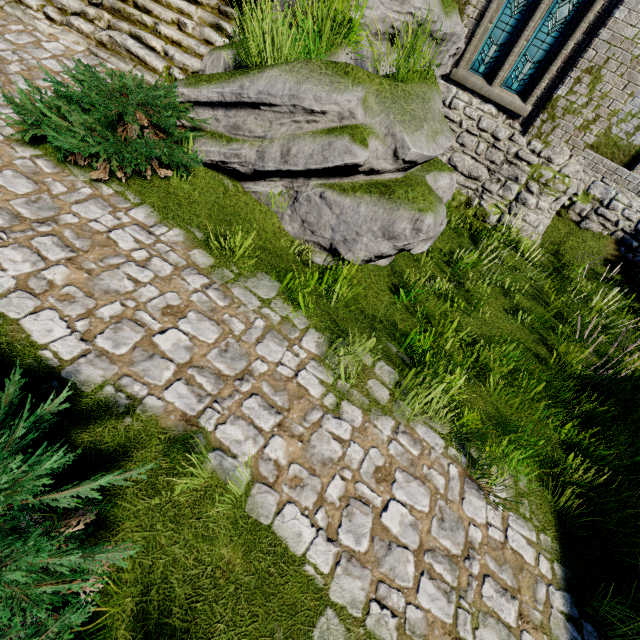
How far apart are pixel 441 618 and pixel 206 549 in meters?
2.0

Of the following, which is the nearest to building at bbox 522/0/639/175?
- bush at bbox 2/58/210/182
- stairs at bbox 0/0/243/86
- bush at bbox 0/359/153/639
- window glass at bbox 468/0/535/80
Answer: window glass at bbox 468/0/535/80

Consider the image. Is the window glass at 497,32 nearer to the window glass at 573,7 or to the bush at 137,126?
the window glass at 573,7

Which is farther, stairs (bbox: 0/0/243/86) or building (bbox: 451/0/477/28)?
building (bbox: 451/0/477/28)

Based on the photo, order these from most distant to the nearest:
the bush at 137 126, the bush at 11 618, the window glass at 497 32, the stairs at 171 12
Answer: Answer: the window glass at 497 32 < the stairs at 171 12 < the bush at 137 126 < the bush at 11 618

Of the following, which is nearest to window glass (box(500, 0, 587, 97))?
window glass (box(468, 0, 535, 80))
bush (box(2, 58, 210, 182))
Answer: window glass (box(468, 0, 535, 80))

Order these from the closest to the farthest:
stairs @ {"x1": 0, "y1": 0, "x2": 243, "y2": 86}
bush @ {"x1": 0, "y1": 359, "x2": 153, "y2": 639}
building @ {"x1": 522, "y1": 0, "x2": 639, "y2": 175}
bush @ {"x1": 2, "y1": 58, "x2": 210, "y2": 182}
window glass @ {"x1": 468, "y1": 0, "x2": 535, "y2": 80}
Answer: bush @ {"x1": 0, "y1": 359, "x2": 153, "y2": 639} → bush @ {"x1": 2, "y1": 58, "x2": 210, "y2": 182} → stairs @ {"x1": 0, "y1": 0, "x2": 243, "y2": 86} → building @ {"x1": 522, "y1": 0, "x2": 639, "y2": 175} → window glass @ {"x1": 468, "y1": 0, "x2": 535, "y2": 80}

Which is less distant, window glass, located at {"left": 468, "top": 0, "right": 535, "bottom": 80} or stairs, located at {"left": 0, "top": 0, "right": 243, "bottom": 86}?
stairs, located at {"left": 0, "top": 0, "right": 243, "bottom": 86}
